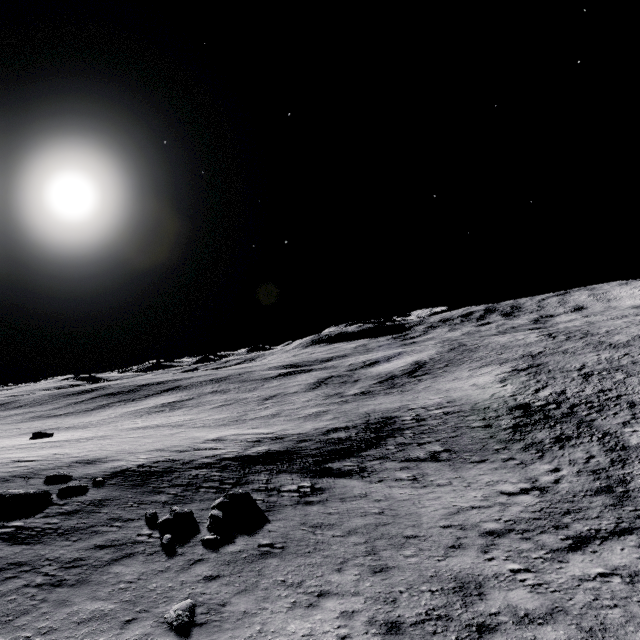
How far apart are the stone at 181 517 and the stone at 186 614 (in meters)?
4.36

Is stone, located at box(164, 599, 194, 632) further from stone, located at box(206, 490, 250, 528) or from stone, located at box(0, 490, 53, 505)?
stone, located at box(0, 490, 53, 505)

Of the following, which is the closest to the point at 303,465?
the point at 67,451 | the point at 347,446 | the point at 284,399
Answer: the point at 347,446

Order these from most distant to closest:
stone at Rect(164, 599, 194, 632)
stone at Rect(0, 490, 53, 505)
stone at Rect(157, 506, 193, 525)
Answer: stone at Rect(0, 490, 53, 505) → stone at Rect(157, 506, 193, 525) → stone at Rect(164, 599, 194, 632)

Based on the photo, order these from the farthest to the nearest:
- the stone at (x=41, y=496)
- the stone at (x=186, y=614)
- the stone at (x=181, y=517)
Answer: the stone at (x=41, y=496), the stone at (x=181, y=517), the stone at (x=186, y=614)

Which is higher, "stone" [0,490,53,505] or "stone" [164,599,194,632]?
"stone" [0,490,53,505]

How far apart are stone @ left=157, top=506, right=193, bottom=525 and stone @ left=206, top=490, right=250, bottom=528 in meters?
0.8 m

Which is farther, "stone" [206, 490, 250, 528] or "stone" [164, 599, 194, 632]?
"stone" [206, 490, 250, 528]
